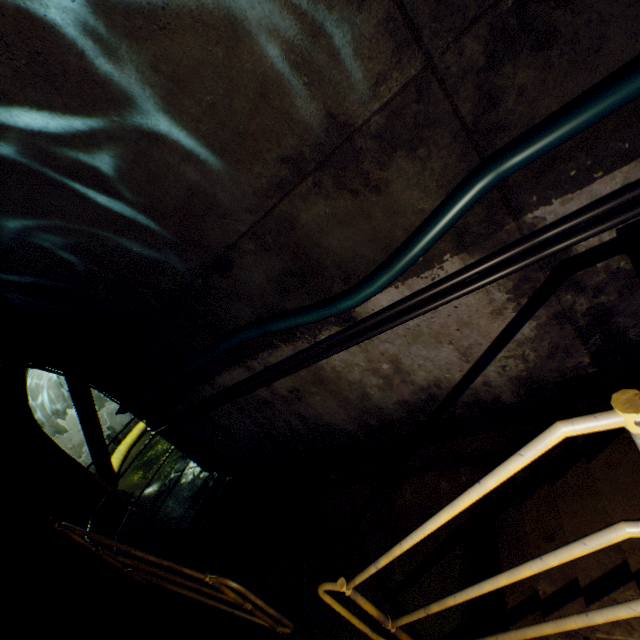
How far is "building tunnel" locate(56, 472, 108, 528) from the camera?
7.1 meters

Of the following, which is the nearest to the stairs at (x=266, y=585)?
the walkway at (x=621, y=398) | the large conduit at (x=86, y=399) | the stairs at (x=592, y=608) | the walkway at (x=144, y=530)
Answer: the walkway at (x=144, y=530)

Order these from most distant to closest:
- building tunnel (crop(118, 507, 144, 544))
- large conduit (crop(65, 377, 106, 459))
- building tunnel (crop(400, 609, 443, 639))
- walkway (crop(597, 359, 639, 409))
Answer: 1. large conduit (crop(65, 377, 106, 459))
2. building tunnel (crop(118, 507, 144, 544))
3. building tunnel (crop(400, 609, 443, 639))
4. walkway (crop(597, 359, 639, 409))

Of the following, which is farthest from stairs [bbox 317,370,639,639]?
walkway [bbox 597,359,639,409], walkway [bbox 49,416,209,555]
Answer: walkway [bbox 49,416,209,555]

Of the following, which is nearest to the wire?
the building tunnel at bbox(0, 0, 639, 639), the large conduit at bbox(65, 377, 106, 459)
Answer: the building tunnel at bbox(0, 0, 639, 639)

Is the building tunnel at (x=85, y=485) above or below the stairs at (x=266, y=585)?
above

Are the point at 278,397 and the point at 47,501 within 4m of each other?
no
